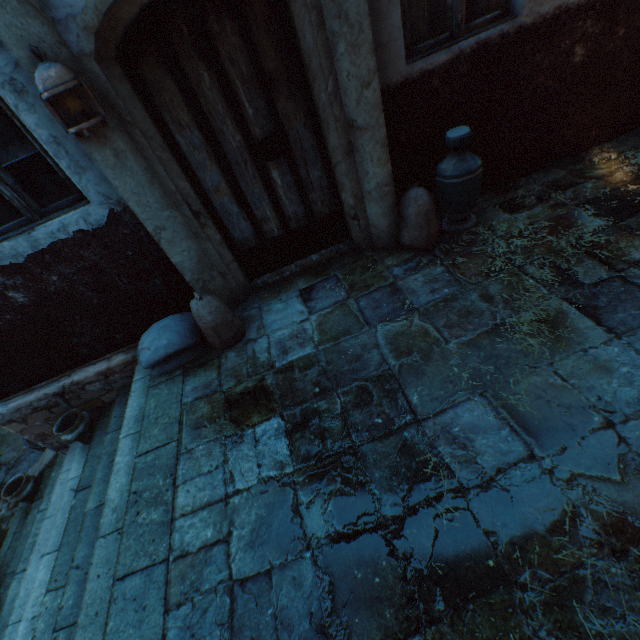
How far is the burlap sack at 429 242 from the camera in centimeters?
313cm

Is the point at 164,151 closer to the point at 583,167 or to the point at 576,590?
the point at 576,590

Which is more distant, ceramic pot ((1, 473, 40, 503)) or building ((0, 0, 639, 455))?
ceramic pot ((1, 473, 40, 503))

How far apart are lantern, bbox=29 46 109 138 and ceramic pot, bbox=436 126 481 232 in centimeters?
271cm

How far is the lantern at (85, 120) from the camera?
1.97m

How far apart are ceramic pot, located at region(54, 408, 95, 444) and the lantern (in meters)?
3.13

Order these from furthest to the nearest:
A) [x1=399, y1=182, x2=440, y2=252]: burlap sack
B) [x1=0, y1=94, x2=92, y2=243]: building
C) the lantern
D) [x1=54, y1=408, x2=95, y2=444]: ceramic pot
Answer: [x1=54, y1=408, x2=95, y2=444]: ceramic pot, [x1=399, y1=182, x2=440, y2=252]: burlap sack, [x1=0, y1=94, x2=92, y2=243]: building, the lantern

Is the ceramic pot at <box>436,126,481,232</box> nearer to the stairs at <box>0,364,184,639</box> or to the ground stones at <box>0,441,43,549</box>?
the stairs at <box>0,364,184,639</box>
